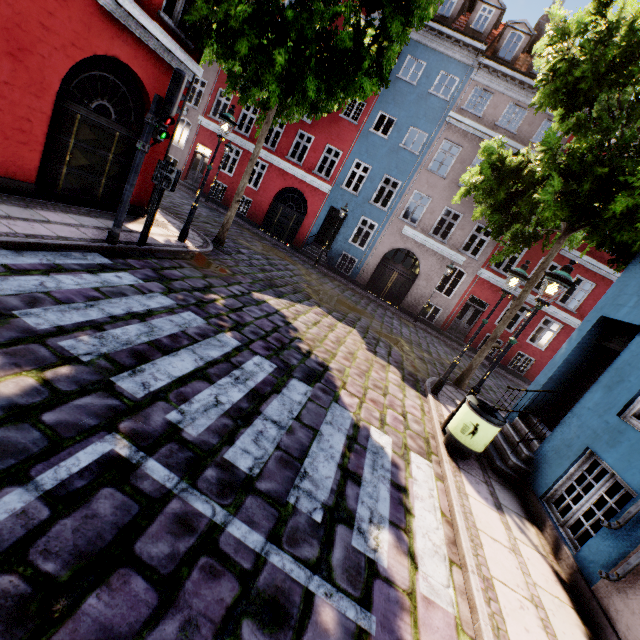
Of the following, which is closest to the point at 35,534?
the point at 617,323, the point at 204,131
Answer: the point at 617,323

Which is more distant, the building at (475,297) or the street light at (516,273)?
the building at (475,297)

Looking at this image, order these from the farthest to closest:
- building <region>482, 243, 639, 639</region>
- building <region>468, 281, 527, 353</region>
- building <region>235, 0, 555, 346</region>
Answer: building <region>468, 281, 527, 353</region>, building <region>235, 0, 555, 346</region>, building <region>482, 243, 639, 639</region>

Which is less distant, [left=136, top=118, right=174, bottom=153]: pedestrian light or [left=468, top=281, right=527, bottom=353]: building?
[left=136, top=118, right=174, bottom=153]: pedestrian light

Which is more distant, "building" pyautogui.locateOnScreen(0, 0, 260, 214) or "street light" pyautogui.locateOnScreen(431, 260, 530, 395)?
"street light" pyautogui.locateOnScreen(431, 260, 530, 395)

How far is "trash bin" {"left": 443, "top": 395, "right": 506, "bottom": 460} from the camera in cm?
→ 551

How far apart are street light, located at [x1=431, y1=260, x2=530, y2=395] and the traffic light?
7.7 meters

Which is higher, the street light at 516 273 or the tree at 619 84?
the tree at 619 84
